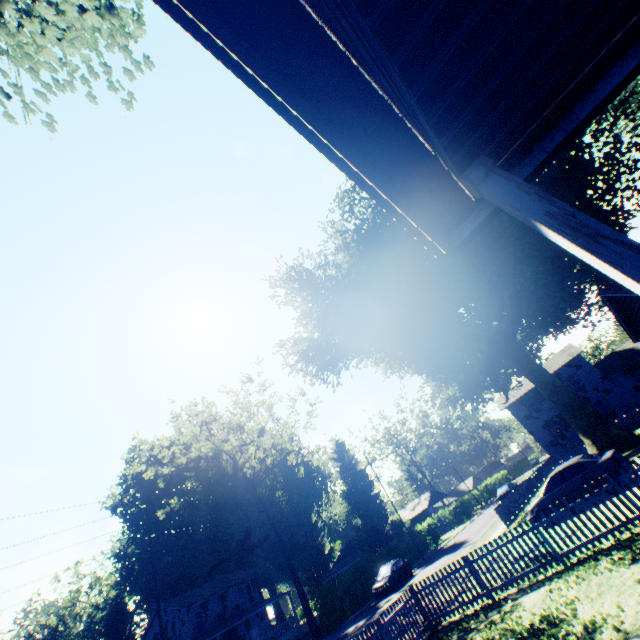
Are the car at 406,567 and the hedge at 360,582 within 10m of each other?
yes

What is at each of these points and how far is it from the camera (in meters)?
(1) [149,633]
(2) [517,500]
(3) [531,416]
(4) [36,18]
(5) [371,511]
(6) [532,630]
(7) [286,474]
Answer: (1) house, 39.47
(2) fence, 24.27
(3) house, 38.41
(4) plant, 4.52
(5) plant, 43.91
(6) plant, 6.68
(7) plant, 58.22

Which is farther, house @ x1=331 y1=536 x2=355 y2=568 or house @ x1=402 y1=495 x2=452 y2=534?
house @ x1=402 y1=495 x2=452 y2=534

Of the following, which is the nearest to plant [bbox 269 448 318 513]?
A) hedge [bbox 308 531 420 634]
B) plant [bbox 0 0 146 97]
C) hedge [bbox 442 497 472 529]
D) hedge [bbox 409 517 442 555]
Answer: plant [bbox 0 0 146 97]

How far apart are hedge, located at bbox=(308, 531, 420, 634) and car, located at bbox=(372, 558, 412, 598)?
2.7m

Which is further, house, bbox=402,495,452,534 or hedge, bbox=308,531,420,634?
house, bbox=402,495,452,534

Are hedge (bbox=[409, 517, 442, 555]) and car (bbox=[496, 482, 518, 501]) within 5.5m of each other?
no

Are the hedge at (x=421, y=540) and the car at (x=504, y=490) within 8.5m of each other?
no
